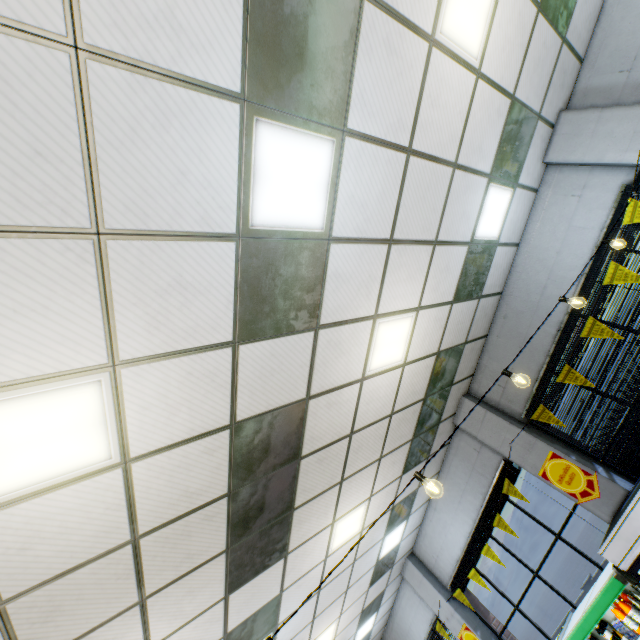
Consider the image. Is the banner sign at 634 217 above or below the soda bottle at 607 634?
above

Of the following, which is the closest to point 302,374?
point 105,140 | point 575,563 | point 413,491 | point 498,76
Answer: point 105,140

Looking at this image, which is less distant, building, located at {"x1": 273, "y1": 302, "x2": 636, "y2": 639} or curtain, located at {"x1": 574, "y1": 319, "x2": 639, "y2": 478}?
curtain, located at {"x1": 574, "y1": 319, "x2": 639, "y2": 478}

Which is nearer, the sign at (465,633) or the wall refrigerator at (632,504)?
the wall refrigerator at (632,504)

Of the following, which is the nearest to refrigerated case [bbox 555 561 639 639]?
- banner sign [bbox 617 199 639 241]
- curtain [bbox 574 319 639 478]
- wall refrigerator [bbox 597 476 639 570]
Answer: wall refrigerator [bbox 597 476 639 570]

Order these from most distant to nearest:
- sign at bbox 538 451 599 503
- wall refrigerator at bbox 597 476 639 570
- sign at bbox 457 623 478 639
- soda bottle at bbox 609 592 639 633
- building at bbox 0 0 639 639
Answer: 1. sign at bbox 457 623 478 639
2. sign at bbox 538 451 599 503
3. soda bottle at bbox 609 592 639 633
4. wall refrigerator at bbox 597 476 639 570
5. building at bbox 0 0 639 639

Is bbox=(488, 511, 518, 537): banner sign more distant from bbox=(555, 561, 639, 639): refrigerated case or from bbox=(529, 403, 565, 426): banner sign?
bbox=(529, 403, 565, 426): banner sign

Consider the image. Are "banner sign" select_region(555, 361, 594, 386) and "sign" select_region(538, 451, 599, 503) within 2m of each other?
yes
